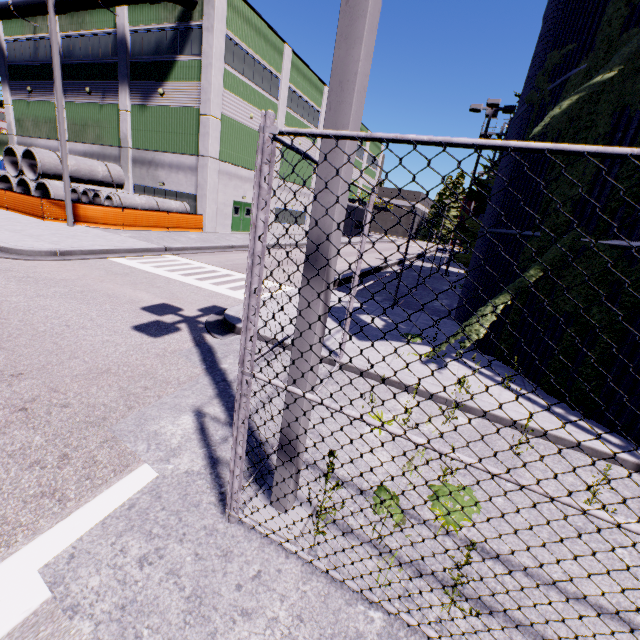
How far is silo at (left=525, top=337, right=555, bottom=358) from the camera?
6.12m

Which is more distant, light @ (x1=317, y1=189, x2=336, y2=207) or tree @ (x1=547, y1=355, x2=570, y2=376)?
tree @ (x1=547, y1=355, x2=570, y2=376)

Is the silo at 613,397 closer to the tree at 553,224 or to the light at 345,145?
the tree at 553,224

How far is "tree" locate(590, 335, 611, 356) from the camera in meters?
5.1

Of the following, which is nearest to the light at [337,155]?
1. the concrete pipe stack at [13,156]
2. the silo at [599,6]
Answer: the silo at [599,6]

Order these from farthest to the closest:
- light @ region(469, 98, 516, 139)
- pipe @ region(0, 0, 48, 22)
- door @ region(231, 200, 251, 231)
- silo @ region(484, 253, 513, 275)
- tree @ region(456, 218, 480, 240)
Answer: door @ region(231, 200, 251, 231) → pipe @ region(0, 0, 48, 22) → tree @ region(456, 218, 480, 240) → light @ region(469, 98, 516, 139) → silo @ region(484, 253, 513, 275)

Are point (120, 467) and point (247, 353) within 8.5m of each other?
yes
